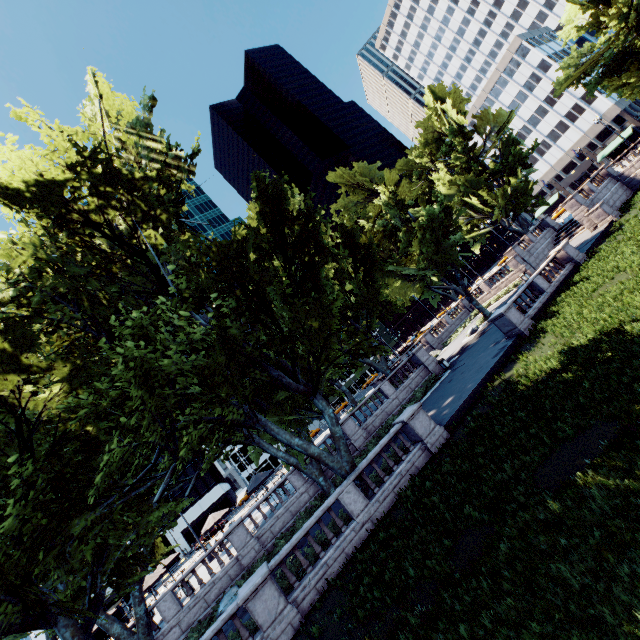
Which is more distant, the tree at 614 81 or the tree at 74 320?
the tree at 614 81

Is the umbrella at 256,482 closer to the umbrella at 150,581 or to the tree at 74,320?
the tree at 74,320

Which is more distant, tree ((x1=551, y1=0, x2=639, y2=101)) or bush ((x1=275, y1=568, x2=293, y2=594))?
tree ((x1=551, y1=0, x2=639, y2=101))

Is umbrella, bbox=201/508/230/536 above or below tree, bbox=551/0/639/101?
below

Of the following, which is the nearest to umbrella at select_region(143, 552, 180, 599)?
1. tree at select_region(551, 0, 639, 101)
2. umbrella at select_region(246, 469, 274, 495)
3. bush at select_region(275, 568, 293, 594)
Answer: tree at select_region(551, 0, 639, 101)

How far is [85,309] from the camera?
14.0m

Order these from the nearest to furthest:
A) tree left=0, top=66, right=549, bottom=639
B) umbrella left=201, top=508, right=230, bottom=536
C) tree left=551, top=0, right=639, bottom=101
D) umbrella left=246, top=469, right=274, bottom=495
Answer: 1. tree left=0, top=66, right=549, bottom=639
2. umbrella left=246, top=469, right=274, bottom=495
3. umbrella left=201, top=508, right=230, bottom=536
4. tree left=551, top=0, right=639, bottom=101
